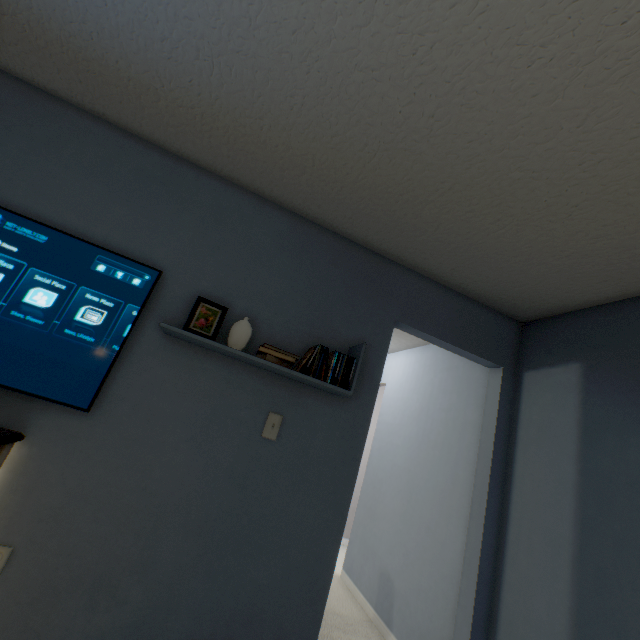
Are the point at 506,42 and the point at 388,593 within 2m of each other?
no

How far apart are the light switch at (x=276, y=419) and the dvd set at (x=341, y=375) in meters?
0.3

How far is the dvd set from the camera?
1.7m

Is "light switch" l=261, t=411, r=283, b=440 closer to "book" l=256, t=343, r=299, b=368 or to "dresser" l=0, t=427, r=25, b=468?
"book" l=256, t=343, r=299, b=368

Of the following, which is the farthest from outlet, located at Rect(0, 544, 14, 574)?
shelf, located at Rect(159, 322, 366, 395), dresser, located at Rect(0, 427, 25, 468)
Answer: shelf, located at Rect(159, 322, 366, 395)

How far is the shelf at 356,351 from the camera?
1.5m

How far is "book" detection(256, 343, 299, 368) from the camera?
1.6m

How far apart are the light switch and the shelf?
0.20m
